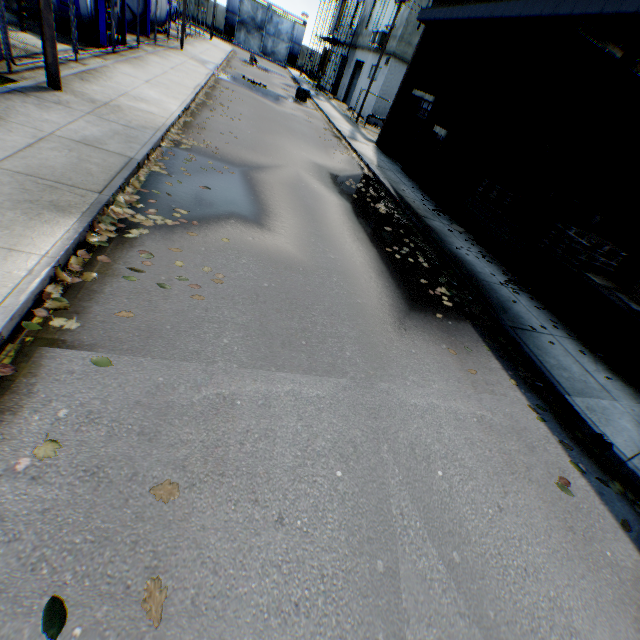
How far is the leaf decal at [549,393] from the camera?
5.63m

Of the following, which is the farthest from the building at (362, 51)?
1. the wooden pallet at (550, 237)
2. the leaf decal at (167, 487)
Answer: the leaf decal at (167, 487)

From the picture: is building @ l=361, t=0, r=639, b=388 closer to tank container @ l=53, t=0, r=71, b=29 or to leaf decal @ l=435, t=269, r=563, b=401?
leaf decal @ l=435, t=269, r=563, b=401

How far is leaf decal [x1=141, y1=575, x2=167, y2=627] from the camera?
2.02m

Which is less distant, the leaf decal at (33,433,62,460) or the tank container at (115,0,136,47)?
the leaf decal at (33,433,62,460)

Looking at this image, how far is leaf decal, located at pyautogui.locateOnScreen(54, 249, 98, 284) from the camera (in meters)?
3.70

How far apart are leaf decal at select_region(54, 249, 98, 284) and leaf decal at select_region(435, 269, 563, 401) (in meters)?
5.95

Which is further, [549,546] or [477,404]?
[477,404]
